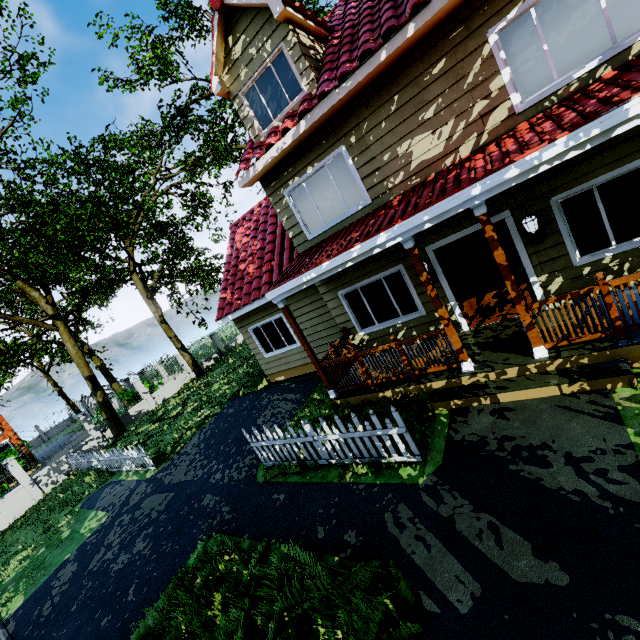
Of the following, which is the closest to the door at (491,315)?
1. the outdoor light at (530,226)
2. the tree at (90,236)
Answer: the outdoor light at (530,226)

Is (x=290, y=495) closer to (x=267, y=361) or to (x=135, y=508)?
(x=135, y=508)

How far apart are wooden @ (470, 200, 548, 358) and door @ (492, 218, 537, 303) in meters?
1.7

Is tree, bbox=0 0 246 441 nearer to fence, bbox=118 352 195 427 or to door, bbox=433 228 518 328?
fence, bbox=118 352 195 427

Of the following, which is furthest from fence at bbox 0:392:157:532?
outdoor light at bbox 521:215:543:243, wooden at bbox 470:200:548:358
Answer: outdoor light at bbox 521:215:543:243

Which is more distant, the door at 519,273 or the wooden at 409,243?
the door at 519,273

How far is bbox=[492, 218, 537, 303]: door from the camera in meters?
6.5
